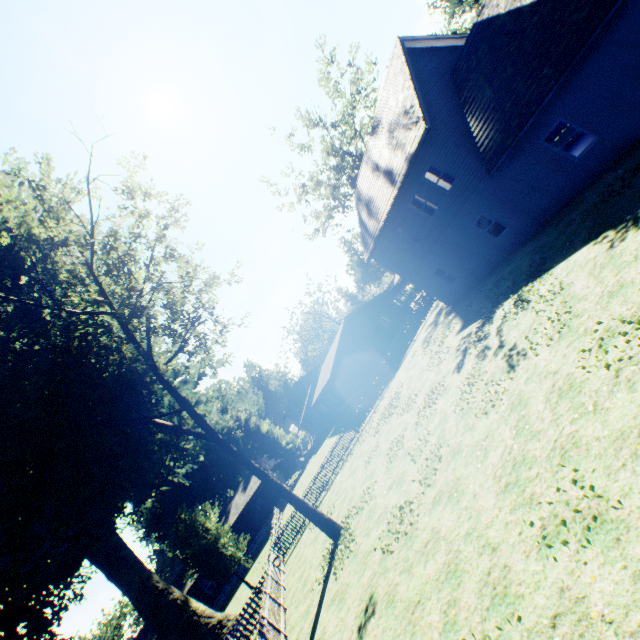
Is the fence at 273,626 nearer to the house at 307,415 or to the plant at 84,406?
the plant at 84,406

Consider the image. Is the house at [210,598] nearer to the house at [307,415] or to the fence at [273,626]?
the fence at [273,626]

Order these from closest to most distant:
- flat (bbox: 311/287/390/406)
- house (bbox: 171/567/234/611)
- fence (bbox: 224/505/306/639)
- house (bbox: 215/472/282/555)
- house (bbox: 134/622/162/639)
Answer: fence (bbox: 224/505/306/639) < flat (bbox: 311/287/390/406) < house (bbox: 134/622/162/639) < house (bbox: 171/567/234/611) < house (bbox: 215/472/282/555)

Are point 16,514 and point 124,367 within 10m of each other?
yes

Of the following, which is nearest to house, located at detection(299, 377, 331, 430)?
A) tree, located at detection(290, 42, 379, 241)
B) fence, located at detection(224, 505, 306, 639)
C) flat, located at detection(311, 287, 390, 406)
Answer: flat, located at detection(311, 287, 390, 406)

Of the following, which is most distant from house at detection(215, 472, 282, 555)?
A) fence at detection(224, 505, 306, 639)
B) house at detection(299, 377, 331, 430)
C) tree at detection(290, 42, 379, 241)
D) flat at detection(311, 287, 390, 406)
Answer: tree at detection(290, 42, 379, 241)

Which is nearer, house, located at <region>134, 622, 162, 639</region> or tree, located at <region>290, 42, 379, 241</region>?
tree, located at <region>290, 42, 379, 241</region>

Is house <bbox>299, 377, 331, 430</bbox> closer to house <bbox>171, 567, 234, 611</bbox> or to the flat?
the flat
